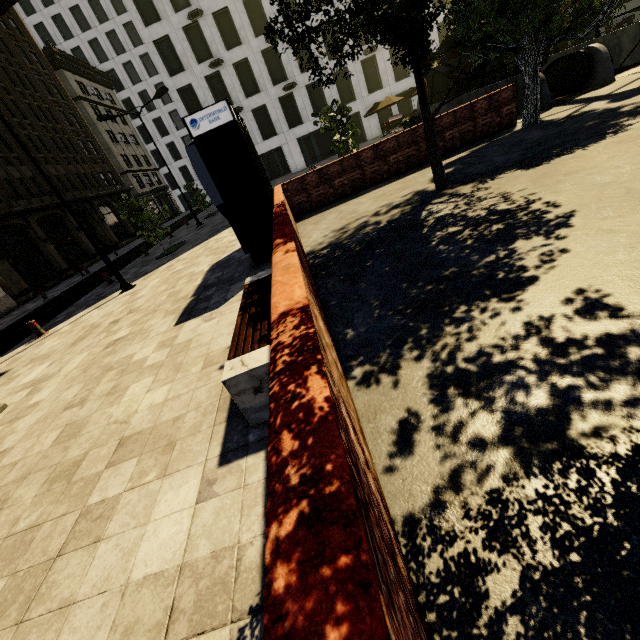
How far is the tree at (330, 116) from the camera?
14.1m

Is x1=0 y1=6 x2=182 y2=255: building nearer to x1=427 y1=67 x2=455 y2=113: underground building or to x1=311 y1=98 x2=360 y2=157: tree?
x1=311 y1=98 x2=360 y2=157: tree

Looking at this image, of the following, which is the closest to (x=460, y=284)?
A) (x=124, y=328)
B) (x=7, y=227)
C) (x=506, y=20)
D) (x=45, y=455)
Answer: (x=45, y=455)

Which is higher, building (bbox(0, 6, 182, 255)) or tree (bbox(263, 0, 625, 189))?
building (bbox(0, 6, 182, 255))

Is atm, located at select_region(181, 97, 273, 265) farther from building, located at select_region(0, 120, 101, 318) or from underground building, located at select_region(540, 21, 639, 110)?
building, located at select_region(0, 120, 101, 318)

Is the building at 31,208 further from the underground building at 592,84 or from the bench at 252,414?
the underground building at 592,84

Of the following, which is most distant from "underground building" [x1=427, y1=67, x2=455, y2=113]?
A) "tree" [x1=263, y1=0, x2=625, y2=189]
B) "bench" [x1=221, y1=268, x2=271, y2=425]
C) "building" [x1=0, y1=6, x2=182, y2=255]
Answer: "building" [x1=0, y1=6, x2=182, y2=255]
